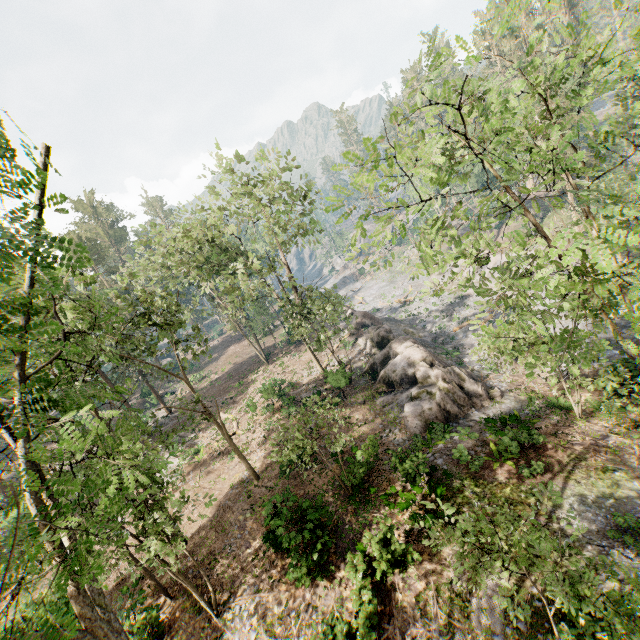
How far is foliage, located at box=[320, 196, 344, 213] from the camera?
5.00m

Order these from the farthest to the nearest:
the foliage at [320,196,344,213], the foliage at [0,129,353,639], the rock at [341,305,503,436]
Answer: the rock at [341,305,503,436]
the foliage at [320,196,344,213]
the foliage at [0,129,353,639]

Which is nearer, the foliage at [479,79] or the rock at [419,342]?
the foliage at [479,79]

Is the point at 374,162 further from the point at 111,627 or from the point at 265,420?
the point at 265,420

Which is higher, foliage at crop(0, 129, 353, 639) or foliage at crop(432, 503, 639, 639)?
foliage at crop(0, 129, 353, 639)

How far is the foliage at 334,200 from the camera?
5.0 meters

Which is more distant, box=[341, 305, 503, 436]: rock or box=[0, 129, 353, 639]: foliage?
box=[341, 305, 503, 436]: rock

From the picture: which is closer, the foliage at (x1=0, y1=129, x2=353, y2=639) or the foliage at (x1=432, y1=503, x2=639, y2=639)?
the foliage at (x1=0, y1=129, x2=353, y2=639)
